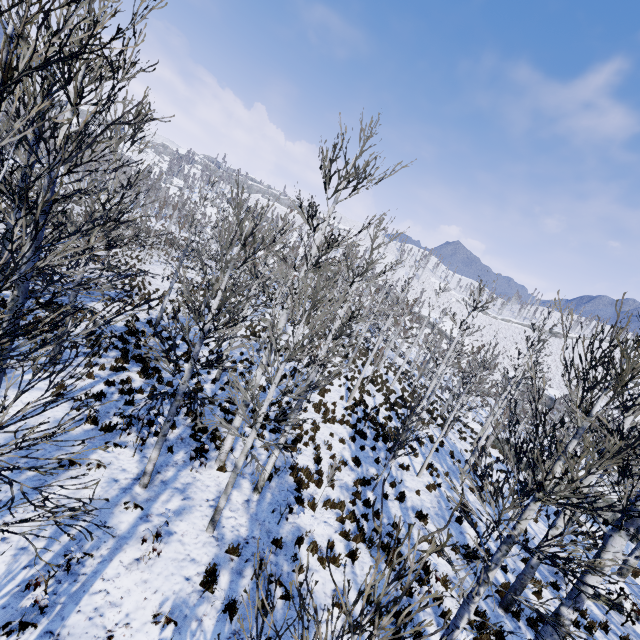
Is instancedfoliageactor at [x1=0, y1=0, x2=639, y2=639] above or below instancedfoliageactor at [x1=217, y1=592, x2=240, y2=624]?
above

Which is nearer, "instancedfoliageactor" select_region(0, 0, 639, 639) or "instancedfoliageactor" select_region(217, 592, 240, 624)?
"instancedfoliageactor" select_region(0, 0, 639, 639)

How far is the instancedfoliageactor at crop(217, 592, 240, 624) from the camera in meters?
5.7 m

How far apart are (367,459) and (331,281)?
8.98m

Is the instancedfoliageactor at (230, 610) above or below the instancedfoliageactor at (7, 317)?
below

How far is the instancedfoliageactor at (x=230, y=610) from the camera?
5.7m
